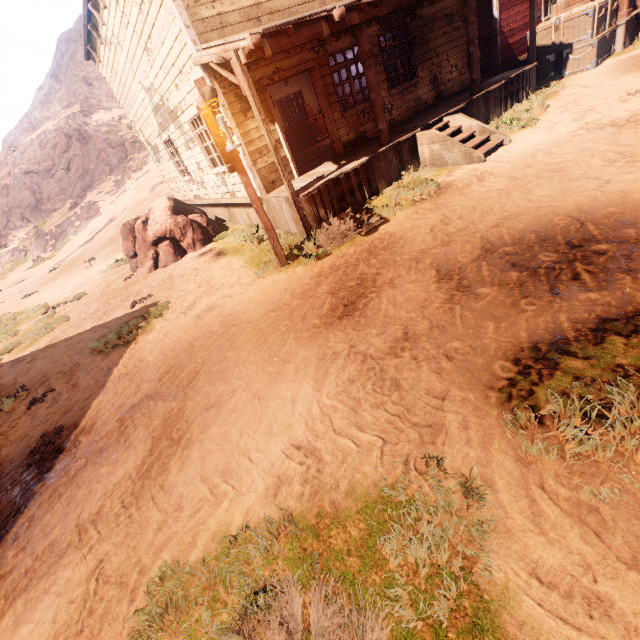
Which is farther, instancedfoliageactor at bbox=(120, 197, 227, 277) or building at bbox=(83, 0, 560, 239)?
instancedfoliageactor at bbox=(120, 197, 227, 277)

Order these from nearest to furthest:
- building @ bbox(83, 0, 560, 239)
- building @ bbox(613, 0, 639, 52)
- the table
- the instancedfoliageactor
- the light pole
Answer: the light pole → building @ bbox(83, 0, 560, 239) → the instancedfoliageactor → building @ bbox(613, 0, 639, 52) → the table

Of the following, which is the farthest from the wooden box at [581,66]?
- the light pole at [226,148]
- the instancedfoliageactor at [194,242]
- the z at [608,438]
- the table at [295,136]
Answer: the instancedfoliageactor at [194,242]

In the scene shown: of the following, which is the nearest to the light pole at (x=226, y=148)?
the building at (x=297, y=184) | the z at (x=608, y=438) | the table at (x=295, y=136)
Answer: the z at (x=608, y=438)

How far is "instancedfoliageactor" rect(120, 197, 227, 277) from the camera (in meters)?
10.39

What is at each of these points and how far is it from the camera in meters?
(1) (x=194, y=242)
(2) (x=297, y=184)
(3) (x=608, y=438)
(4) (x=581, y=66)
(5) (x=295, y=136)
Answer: (1) instancedfoliageactor, 10.6 m
(2) building, 8.1 m
(3) z, 2.2 m
(4) wooden box, 11.5 m
(5) table, 14.3 m

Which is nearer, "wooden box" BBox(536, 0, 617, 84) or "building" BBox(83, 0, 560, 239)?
"building" BBox(83, 0, 560, 239)

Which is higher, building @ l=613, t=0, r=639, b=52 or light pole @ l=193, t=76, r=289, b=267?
light pole @ l=193, t=76, r=289, b=267
